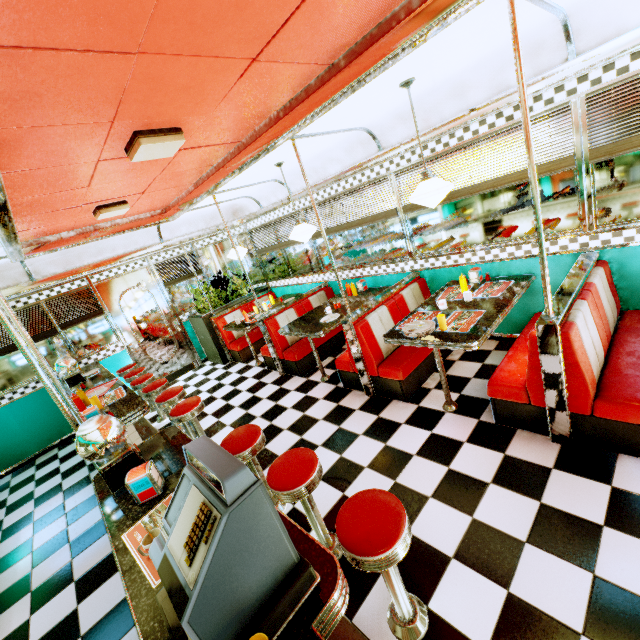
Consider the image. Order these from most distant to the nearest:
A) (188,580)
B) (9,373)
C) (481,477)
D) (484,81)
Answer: (9,373), (484,81), (481,477), (188,580)

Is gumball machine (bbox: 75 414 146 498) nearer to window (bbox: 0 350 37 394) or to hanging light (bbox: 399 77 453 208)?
hanging light (bbox: 399 77 453 208)

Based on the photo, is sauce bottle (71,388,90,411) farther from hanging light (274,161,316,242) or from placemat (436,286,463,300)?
placemat (436,286,463,300)

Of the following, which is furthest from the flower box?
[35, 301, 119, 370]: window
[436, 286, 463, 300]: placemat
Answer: [436, 286, 463, 300]: placemat

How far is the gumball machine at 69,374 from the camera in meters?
4.6 m

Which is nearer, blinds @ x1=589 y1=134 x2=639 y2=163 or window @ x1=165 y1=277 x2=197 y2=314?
blinds @ x1=589 y1=134 x2=639 y2=163

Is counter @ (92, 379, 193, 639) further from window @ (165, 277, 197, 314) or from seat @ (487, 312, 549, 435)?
window @ (165, 277, 197, 314)

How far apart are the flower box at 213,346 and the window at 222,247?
0.2 meters
